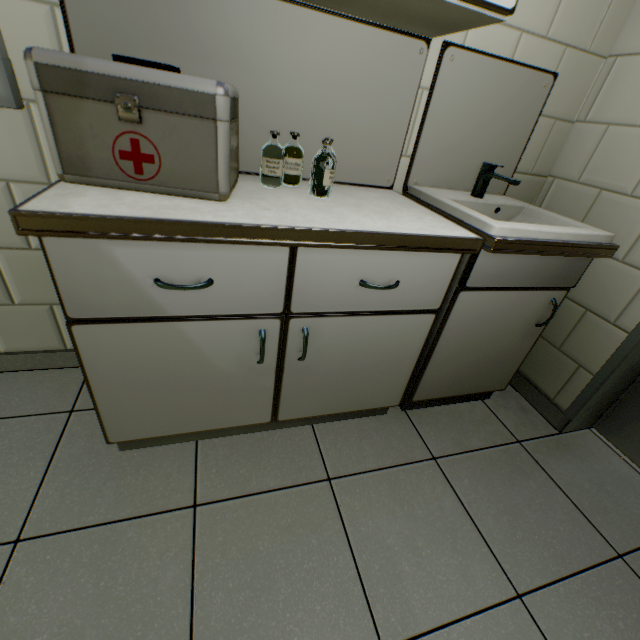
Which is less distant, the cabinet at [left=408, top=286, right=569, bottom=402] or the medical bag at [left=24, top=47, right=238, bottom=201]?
the medical bag at [left=24, top=47, right=238, bottom=201]

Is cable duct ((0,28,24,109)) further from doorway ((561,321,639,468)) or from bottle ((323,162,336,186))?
doorway ((561,321,639,468))

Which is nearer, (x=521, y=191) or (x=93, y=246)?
(x=93, y=246)

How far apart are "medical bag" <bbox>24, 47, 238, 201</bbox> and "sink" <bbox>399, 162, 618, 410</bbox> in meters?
0.8

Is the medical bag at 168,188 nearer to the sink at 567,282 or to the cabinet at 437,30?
the cabinet at 437,30

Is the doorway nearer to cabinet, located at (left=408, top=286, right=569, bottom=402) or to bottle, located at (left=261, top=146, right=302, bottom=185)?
cabinet, located at (left=408, top=286, right=569, bottom=402)

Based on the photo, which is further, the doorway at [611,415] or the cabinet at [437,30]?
the doorway at [611,415]

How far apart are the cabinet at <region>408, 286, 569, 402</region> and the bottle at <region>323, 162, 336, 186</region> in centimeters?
77cm
